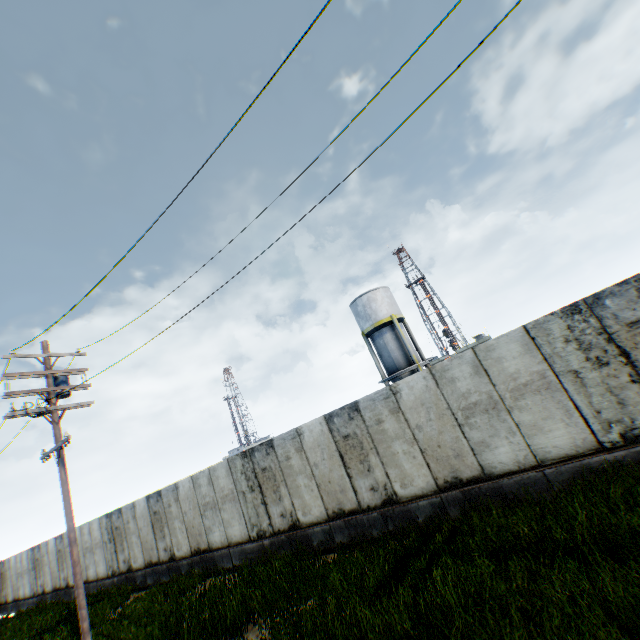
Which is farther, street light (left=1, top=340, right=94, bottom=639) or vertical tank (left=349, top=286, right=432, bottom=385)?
vertical tank (left=349, top=286, right=432, bottom=385)

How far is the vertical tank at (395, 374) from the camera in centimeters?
2705cm

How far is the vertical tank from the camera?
27.0 meters

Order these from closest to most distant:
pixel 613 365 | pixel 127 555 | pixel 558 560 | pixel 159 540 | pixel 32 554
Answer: pixel 558 560, pixel 613 365, pixel 159 540, pixel 127 555, pixel 32 554

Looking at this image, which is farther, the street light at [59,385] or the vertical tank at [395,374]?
the vertical tank at [395,374]
